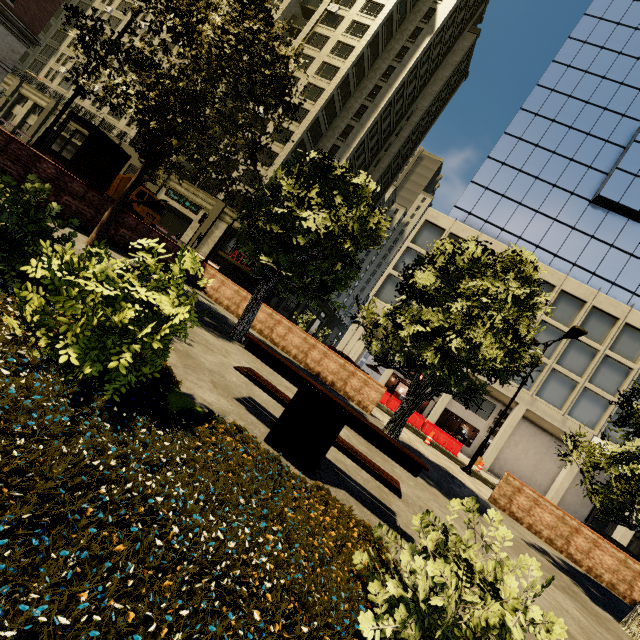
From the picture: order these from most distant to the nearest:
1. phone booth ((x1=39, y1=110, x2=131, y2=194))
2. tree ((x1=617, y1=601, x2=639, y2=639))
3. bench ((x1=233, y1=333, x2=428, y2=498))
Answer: phone booth ((x1=39, y1=110, x2=131, y2=194)) → tree ((x1=617, y1=601, x2=639, y2=639)) → bench ((x1=233, y1=333, x2=428, y2=498))

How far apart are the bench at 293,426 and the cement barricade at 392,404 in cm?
1901

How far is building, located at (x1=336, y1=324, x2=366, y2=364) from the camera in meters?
28.9 m

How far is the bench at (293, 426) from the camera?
3.73m

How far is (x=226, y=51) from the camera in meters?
7.4

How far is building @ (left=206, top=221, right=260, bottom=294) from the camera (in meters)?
30.91

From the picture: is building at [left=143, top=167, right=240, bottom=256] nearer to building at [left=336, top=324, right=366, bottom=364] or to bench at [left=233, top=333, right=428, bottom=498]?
building at [left=336, top=324, right=366, bottom=364]

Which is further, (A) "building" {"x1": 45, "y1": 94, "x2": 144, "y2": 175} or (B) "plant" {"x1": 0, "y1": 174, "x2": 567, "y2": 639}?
(A) "building" {"x1": 45, "y1": 94, "x2": 144, "y2": 175}
